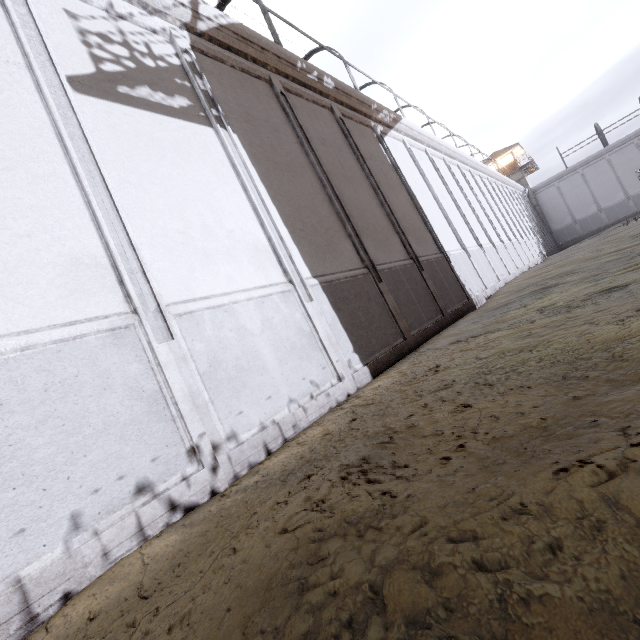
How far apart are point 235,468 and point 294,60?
9.86m

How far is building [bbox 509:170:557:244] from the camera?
40.91m

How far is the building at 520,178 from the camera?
40.91m
